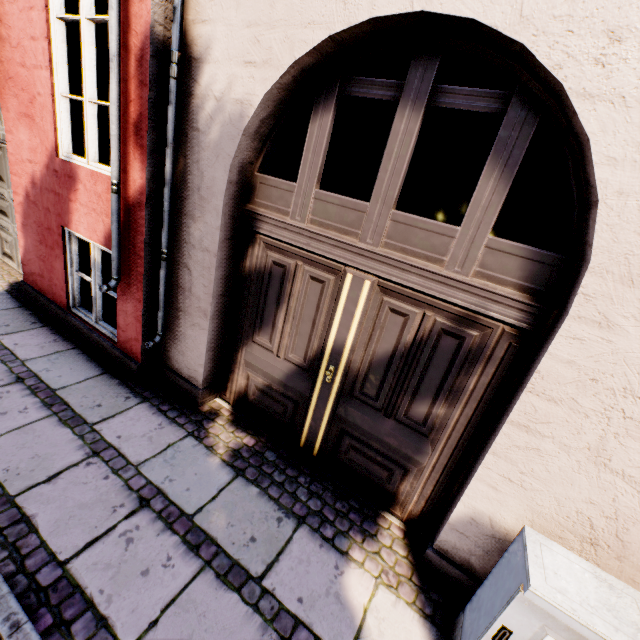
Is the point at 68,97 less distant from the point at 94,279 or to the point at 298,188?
the point at 94,279
